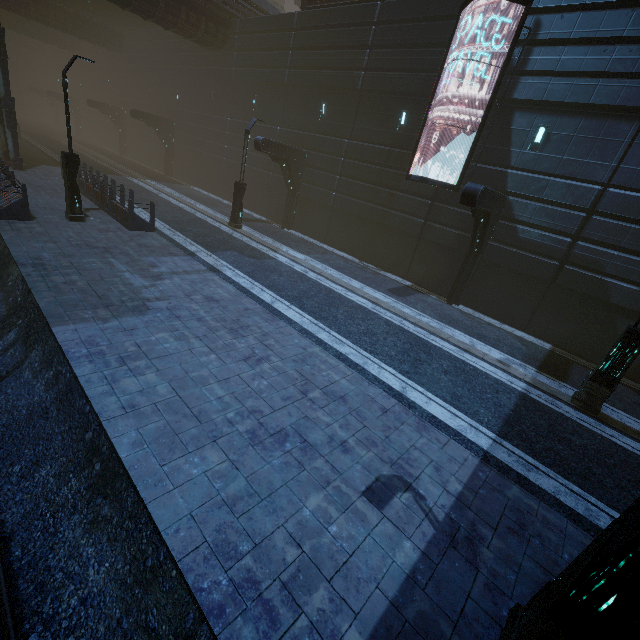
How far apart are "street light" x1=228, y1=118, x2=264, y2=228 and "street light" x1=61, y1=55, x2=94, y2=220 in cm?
668

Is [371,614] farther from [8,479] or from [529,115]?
[529,115]

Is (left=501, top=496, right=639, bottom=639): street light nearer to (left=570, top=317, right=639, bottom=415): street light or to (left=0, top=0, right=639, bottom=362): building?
(left=0, top=0, right=639, bottom=362): building

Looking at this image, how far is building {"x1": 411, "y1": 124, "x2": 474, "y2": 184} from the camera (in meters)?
14.23

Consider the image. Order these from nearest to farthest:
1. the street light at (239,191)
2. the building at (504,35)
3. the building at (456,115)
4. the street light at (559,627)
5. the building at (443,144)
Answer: the street light at (559,627) < the building at (504,35) < the building at (456,115) < the building at (443,144) < the street light at (239,191)

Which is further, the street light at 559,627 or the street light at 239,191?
the street light at 239,191

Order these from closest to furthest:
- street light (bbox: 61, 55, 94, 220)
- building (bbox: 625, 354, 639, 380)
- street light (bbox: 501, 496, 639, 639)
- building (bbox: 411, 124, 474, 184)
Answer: street light (bbox: 501, 496, 639, 639) < street light (bbox: 61, 55, 94, 220) < building (bbox: 625, 354, 639, 380) < building (bbox: 411, 124, 474, 184)

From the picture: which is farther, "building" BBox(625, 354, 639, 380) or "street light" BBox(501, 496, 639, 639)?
"building" BBox(625, 354, 639, 380)
